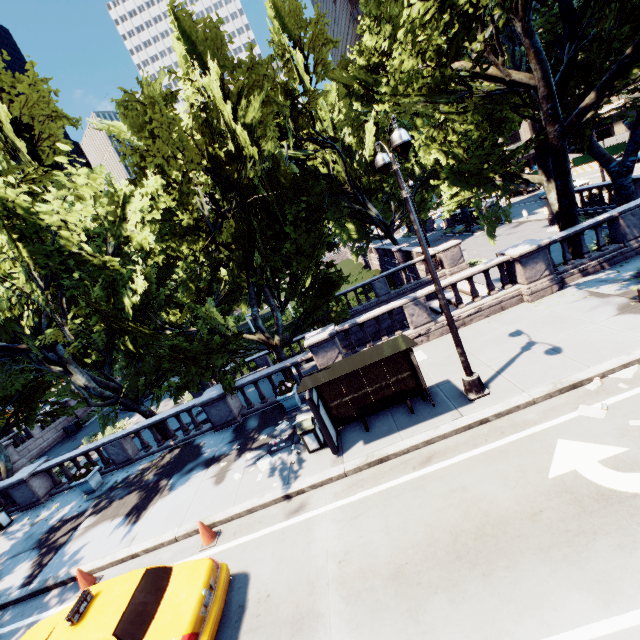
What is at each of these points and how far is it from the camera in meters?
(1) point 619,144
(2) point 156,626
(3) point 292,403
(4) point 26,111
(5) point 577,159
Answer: (1) fence, 35.6
(2) vehicle, 5.7
(3) planter, 13.1
(4) tree, 13.9
(5) fence, 41.4

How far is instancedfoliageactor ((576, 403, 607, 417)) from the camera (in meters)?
7.13

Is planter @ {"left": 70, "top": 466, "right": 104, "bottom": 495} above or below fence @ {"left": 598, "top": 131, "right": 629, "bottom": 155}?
below

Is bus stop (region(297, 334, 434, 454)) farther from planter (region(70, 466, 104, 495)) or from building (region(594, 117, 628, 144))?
building (region(594, 117, 628, 144))

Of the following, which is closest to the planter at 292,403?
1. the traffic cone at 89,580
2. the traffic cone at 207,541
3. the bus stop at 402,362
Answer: the bus stop at 402,362

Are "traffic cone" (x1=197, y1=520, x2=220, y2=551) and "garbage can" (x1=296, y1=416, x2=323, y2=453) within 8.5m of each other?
yes

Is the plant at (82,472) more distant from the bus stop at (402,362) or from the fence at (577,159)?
the fence at (577,159)

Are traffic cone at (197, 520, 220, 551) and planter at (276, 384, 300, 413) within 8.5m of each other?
yes
